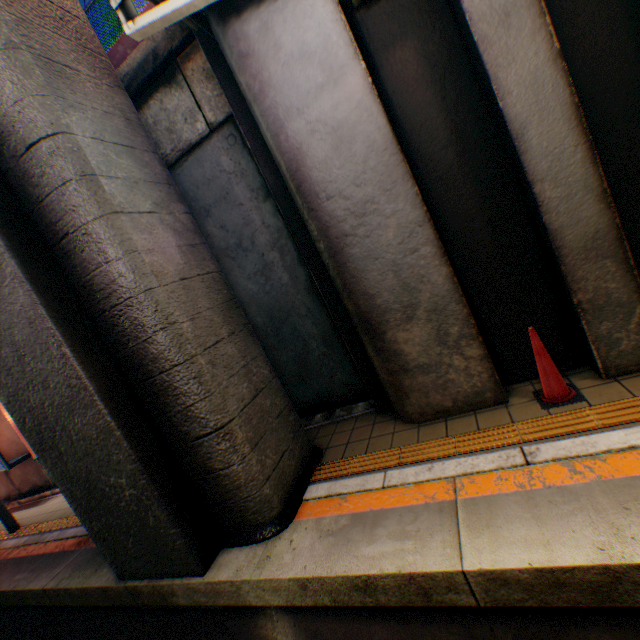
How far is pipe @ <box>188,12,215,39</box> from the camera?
3.55m

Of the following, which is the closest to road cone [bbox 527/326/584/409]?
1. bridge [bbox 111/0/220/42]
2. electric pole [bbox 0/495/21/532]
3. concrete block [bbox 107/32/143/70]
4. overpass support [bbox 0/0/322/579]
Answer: overpass support [bbox 0/0/322/579]

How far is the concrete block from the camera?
5.10m

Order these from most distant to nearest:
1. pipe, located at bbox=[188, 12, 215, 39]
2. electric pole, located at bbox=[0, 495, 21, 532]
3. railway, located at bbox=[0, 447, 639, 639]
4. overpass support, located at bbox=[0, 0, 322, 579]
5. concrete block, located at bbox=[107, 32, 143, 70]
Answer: electric pole, located at bbox=[0, 495, 21, 532]
concrete block, located at bbox=[107, 32, 143, 70]
pipe, located at bbox=[188, 12, 215, 39]
overpass support, located at bbox=[0, 0, 322, 579]
railway, located at bbox=[0, 447, 639, 639]

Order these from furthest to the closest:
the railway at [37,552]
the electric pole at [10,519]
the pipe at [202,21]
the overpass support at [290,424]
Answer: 1. the electric pole at [10,519]
2. the pipe at [202,21]
3. the overpass support at [290,424]
4. the railway at [37,552]

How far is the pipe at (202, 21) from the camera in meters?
Answer: 3.6

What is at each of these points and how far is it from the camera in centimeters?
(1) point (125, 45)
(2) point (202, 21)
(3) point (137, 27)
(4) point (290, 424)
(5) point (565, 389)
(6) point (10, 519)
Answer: (1) concrete block, 515cm
(2) pipe, 365cm
(3) bridge, 328cm
(4) overpass support, 429cm
(5) road cone, 333cm
(6) electric pole, 764cm

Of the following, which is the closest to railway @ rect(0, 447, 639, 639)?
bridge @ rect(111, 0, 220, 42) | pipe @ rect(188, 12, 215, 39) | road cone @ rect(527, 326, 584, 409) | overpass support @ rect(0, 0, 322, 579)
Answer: overpass support @ rect(0, 0, 322, 579)
